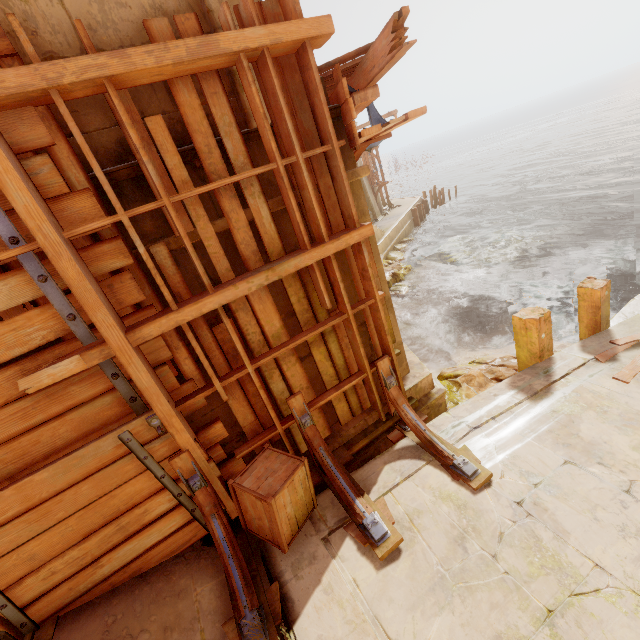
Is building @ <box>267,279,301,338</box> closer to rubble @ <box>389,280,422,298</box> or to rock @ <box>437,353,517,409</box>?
rock @ <box>437,353,517,409</box>

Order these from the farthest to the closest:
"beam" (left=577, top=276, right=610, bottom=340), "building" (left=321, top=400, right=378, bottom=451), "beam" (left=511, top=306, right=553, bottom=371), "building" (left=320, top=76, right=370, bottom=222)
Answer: "beam" (left=577, top=276, right=610, bottom=340), "beam" (left=511, top=306, right=553, bottom=371), "building" (left=321, top=400, right=378, bottom=451), "building" (left=320, top=76, right=370, bottom=222)

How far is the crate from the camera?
3.0m

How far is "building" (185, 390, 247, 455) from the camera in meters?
3.5 m

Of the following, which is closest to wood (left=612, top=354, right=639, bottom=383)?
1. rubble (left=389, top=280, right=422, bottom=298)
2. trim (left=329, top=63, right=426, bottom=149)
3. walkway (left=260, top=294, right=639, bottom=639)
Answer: walkway (left=260, top=294, right=639, bottom=639)

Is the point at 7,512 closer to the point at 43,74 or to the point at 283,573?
the point at 283,573

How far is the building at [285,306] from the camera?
3.6m
